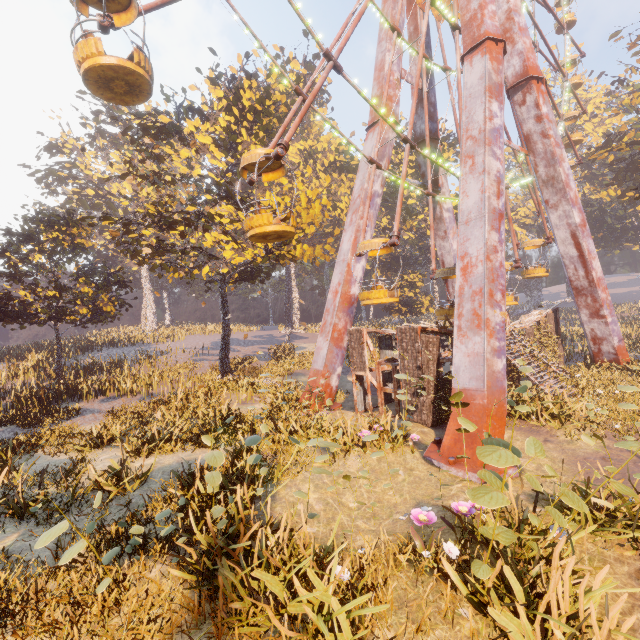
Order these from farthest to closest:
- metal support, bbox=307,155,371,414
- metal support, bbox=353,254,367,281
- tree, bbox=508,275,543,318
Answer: tree, bbox=508,275,543,318
metal support, bbox=353,254,367,281
metal support, bbox=307,155,371,414

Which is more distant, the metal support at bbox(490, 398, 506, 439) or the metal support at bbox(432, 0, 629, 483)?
the metal support at bbox(432, 0, 629, 483)

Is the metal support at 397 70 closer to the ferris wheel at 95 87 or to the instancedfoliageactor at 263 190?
the ferris wheel at 95 87

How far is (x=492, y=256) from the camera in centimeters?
1061cm

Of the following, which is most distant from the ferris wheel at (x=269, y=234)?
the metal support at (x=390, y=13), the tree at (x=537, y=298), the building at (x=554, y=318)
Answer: the tree at (x=537, y=298)

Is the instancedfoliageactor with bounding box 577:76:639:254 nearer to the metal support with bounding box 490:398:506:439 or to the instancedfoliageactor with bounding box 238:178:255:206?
the metal support with bounding box 490:398:506:439

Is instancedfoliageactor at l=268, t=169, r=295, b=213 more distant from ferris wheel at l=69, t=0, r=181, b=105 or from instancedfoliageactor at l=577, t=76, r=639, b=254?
instancedfoliageactor at l=577, t=76, r=639, b=254

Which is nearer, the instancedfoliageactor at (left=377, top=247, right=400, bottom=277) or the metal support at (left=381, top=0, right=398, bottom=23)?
the metal support at (left=381, top=0, right=398, bottom=23)
